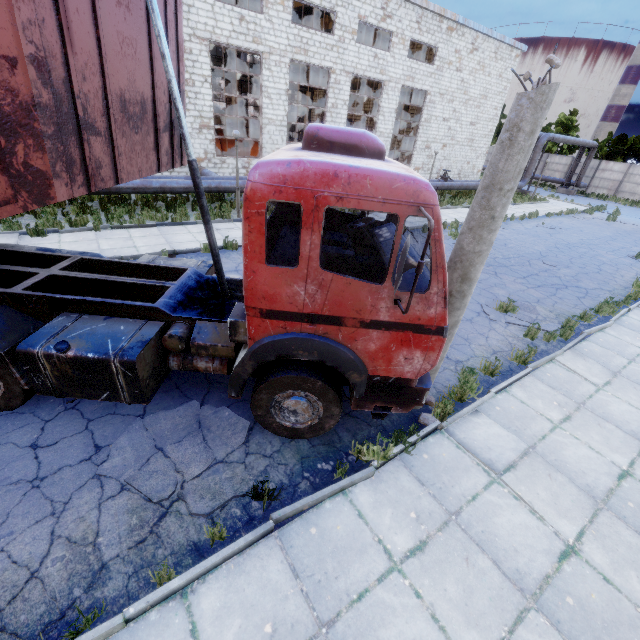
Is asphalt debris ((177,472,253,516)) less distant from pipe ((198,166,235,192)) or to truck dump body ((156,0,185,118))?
truck dump body ((156,0,185,118))

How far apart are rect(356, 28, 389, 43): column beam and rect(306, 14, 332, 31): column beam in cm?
382

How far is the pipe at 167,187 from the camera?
12.86m

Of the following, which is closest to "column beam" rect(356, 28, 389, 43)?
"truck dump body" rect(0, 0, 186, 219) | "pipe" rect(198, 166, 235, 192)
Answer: "pipe" rect(198, 166, 235, 192)

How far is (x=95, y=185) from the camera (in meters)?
3.36

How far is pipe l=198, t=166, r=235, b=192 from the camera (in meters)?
14.73

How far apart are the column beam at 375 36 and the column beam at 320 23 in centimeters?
382cm

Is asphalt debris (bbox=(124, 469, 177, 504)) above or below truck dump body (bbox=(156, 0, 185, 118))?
below
